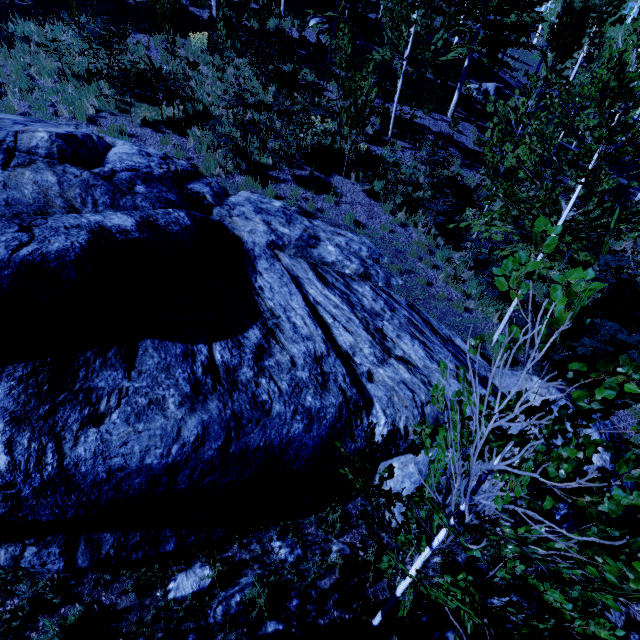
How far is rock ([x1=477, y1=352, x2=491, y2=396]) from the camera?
5.6 meters

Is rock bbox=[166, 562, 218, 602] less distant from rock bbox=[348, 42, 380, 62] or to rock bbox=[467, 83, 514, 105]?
rock bbox=[348, 42, 380, 62]

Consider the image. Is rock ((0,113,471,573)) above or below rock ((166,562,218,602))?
above

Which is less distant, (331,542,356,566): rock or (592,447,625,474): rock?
(331,542,356,566): rock

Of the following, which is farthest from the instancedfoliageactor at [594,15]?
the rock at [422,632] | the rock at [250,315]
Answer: the rock at [422,632]

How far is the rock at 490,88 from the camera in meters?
21.0

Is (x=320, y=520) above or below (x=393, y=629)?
above

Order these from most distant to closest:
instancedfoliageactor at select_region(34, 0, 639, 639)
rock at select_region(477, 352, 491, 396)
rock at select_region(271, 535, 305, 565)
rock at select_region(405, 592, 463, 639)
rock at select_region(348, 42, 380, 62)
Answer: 1. rock at select_region(348, 42, 380, 62)
2. rock at select_region(477, 352, 491, 396)
3. rock at select_region(271, 535, 305, 565)
4. rock at select_region(405, 592, 463, 639)
5. instancedfoliageactor at select_region(34, 0, 639, 639)
